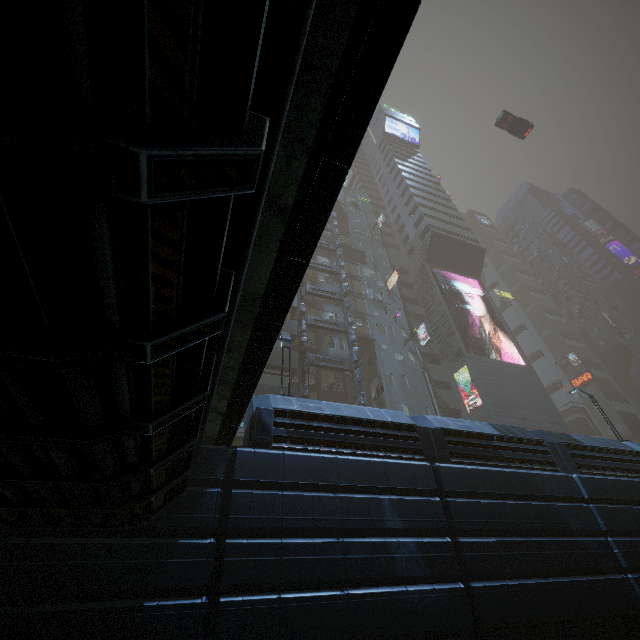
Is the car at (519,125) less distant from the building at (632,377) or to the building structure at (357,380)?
the building at (632,377)

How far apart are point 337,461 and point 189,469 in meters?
4.4 m

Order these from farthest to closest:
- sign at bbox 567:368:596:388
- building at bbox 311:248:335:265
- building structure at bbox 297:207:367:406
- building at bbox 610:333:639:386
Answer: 1. building at bbox 610:333:639:386
2. sign at bbox 567:368:596:388
3. building at bbox 311:248:335:265
4. building structure at bbox 297:207:367:406

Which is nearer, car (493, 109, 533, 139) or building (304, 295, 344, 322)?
building (304, 295, 344, 322)

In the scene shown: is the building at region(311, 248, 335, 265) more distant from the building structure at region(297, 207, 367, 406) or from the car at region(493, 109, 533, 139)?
the car at region(493, 109, 533, 139)

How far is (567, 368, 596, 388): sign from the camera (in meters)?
49.04

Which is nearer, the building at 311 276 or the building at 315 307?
the building at 315 307

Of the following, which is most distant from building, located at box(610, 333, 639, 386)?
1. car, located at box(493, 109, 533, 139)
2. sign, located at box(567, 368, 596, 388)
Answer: car, located at box(493, 109, 533, 139)
